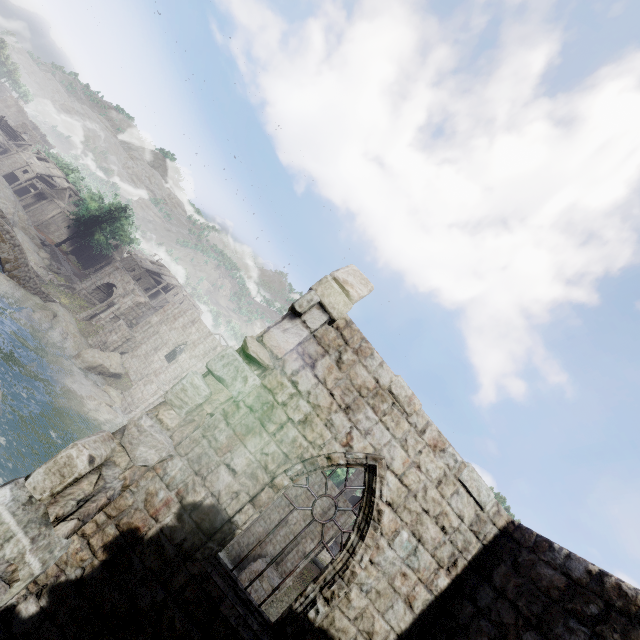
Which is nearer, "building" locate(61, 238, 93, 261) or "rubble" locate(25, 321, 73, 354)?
"rubble" locate(25, 321, 73, 354)

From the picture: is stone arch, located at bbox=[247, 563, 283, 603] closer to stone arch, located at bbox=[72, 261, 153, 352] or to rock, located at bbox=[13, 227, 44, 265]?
rock, located at bbox=[13, 227, 44, 265]

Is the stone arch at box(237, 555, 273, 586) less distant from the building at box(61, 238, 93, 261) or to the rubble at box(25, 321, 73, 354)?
the building at box(61, 238, 93, 261)

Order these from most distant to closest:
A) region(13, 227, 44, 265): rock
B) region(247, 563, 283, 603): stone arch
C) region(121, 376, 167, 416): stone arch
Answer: region(13, 227, 44, 265): rock
region(121, 376, 167, 416): stone arch
region(247, 563, 283, 603): stone arch

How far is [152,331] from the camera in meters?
37.8

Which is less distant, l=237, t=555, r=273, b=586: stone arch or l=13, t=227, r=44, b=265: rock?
l=237, t=555, r=273, b=586: stone arch

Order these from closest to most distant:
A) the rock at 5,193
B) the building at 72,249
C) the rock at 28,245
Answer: the rock at 28,245 → the rock at 5,193 → the building at 72,249

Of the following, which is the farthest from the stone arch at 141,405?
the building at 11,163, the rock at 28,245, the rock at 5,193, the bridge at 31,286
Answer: the rock at 5,193
